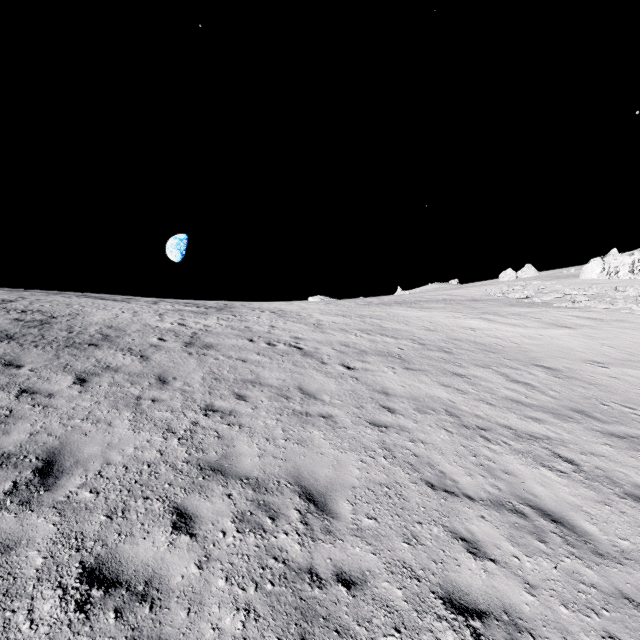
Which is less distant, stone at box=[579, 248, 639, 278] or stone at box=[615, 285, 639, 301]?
stone at box=[615, 285, 639, 301]

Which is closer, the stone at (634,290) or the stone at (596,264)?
the stone at (634,290)

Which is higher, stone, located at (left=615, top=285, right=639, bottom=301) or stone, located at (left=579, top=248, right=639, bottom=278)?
stone, located at (left=579, top=248, right=639, bottom=278)

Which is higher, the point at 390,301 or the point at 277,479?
the point at 390,301

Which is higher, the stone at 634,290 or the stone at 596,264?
the stone at 596,264
